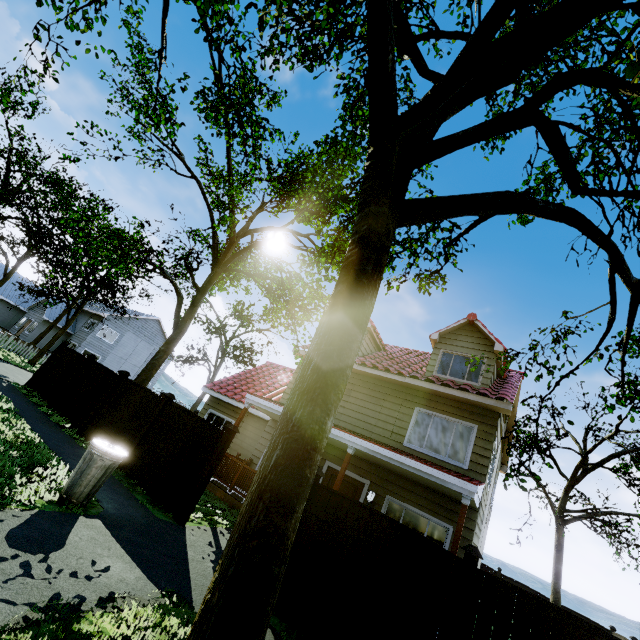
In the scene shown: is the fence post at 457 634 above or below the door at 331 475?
below

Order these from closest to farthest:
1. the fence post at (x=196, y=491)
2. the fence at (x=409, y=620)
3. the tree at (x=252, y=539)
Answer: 1. the tree at (x=252, y=539)
2. the fence at (x=409, y=620)
3. the fence post at (x=196, y=491)

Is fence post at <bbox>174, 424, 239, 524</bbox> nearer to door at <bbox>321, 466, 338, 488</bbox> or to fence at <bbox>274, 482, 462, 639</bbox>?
fence at <bbox>274, 482, 462, 639</bbox>

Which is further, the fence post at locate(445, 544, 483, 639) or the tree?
the fence post at locate(445, 544, 483, 639)

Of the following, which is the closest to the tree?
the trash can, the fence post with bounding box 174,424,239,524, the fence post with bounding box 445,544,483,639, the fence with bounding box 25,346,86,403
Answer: the fence with bounding box 25,346,86,403

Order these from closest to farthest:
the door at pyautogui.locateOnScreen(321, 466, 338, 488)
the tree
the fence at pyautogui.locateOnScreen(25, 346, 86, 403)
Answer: the tree
the door at pyautogui.locateOnScreen(321, 466, 338, 488)
the fence at pyautogui.locateOnScreen(25, 346, 86, 403)

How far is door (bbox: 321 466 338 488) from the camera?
11.0 meters

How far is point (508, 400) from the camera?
12.7m
